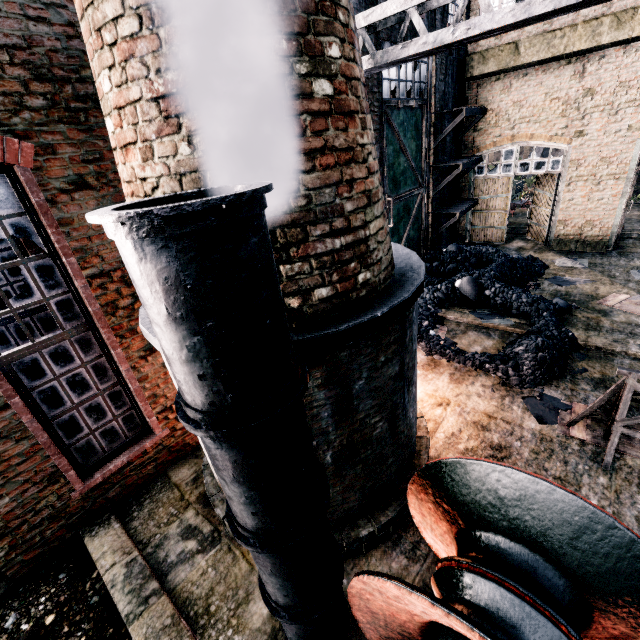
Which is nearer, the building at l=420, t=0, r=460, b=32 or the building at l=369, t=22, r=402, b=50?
the building at l=369, t=22, r=402, b=50

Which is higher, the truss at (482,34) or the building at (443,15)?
the building at (443,15)

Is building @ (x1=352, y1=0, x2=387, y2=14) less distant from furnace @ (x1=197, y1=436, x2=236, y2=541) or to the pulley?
furnace @ (x1=197, y1=436, x2=236, y2=541)

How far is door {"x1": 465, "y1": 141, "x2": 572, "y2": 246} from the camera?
15.52m

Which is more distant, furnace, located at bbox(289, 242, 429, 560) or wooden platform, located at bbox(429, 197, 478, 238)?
wooden platform, located at bbox(429, 197, 478, 238)

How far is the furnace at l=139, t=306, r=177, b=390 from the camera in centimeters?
409cm

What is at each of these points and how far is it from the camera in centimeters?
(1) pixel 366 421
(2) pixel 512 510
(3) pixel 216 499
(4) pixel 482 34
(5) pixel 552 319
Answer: (1) furnace, 455cm
(2) pulley, 342cm
(3) furnace, 610cm
(4) truss, 435cm
(5) coal pile, 1015cm

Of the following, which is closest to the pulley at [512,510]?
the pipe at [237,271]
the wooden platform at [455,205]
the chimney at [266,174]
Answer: the pipe at [237,271]
